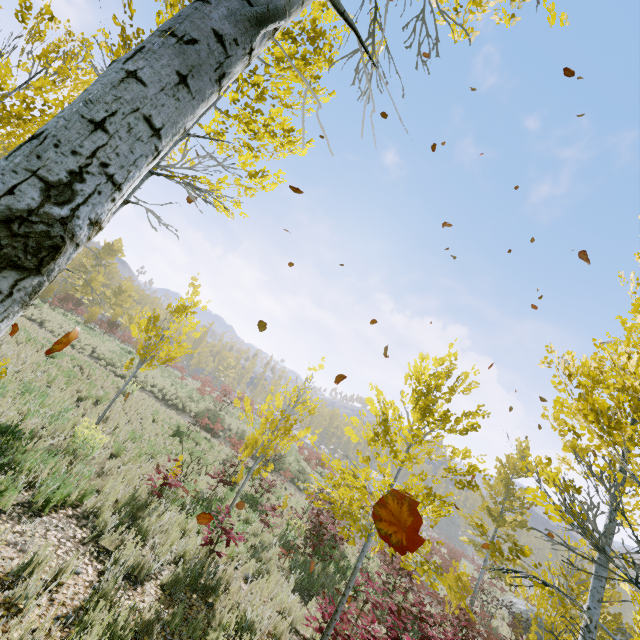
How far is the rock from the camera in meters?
21.1

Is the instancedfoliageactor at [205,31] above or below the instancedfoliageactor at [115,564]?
above

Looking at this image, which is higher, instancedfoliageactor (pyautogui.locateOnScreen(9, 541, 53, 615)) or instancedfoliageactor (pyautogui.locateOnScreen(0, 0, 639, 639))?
instancedfoliageactor (pyautogui.locateOnScreen(0, 0, 639, 639))

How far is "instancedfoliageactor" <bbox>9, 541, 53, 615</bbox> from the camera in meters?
3.2

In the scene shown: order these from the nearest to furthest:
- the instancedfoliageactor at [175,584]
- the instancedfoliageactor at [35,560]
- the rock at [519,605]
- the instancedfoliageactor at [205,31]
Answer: the instancedfoliageactor at [205,31] < the instancedfoliageactor at [35,560] < the instancedfoliageactor at [175,584] < the rock at [519,605]

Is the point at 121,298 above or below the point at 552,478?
above

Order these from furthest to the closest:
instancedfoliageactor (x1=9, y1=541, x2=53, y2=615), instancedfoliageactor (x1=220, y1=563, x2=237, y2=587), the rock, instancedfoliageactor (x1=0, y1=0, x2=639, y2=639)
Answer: the rock
instancedfoliageactor (x1=220, y1=563, x2=237, y2=587)
instancedfoliageactor (x1=9, y1=541, x2=53, y2=615)
instancedfoliageactor (x1=0, y1=0, x2=639, y2=639)
